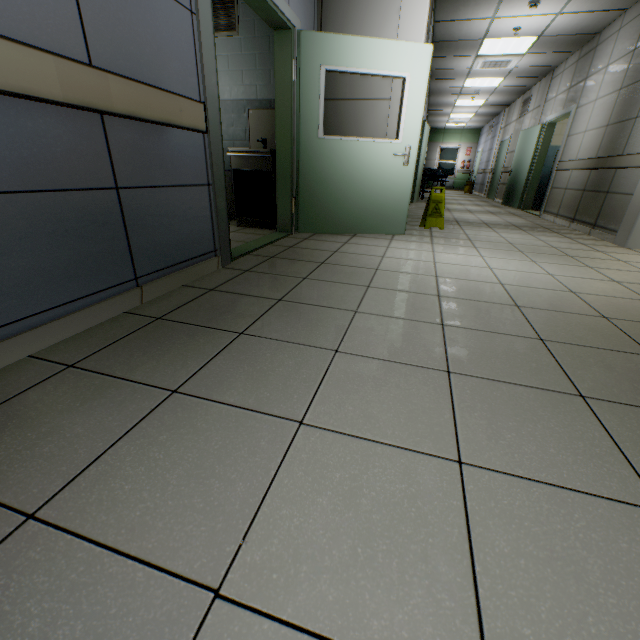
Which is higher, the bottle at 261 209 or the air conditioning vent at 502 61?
the air conditioning vent at 502 61

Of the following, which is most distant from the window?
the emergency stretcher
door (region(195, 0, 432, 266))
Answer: door (region(195, 0, 432, 266))

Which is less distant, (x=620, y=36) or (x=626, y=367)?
(x=626, y=367)

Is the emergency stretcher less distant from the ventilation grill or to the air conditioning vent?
the air conditioning vent

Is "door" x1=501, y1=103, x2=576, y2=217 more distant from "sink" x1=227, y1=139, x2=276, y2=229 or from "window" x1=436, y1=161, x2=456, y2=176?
"window" x1=436, y1=161, x2=456, y2=176

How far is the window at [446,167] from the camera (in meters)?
19.37

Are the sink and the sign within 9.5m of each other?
yes

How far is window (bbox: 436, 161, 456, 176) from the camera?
19.4 meters
